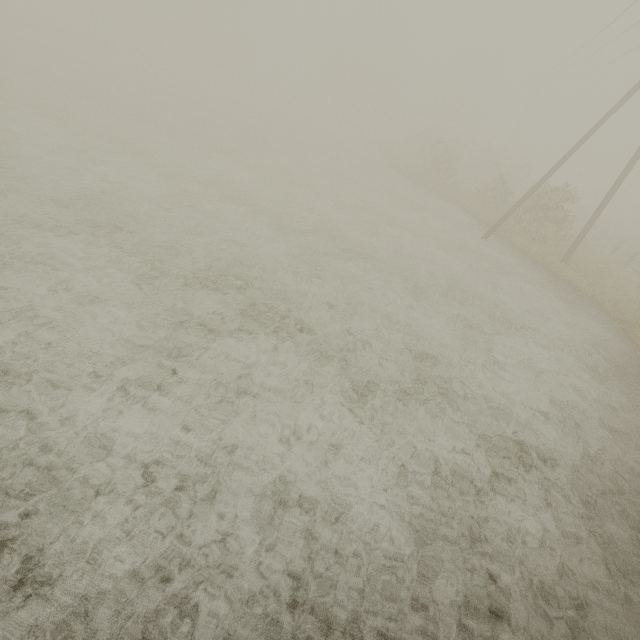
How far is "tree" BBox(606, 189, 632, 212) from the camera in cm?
5019

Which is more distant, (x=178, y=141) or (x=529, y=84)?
(x=529, y=84)

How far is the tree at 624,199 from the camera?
50.19m
